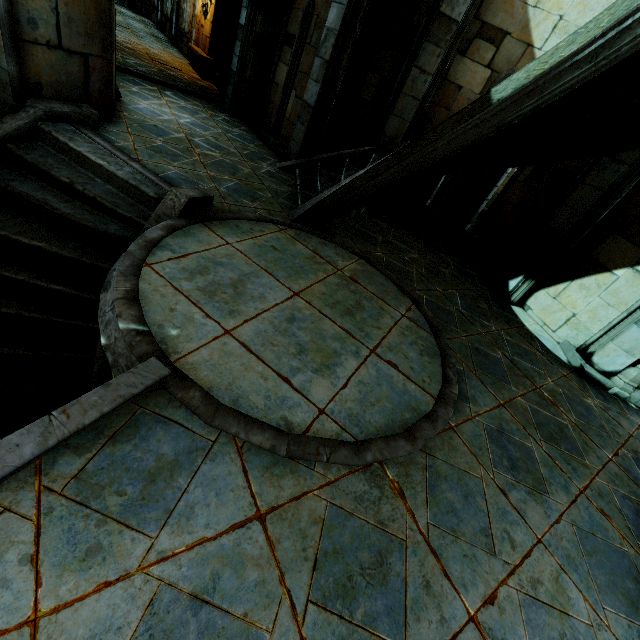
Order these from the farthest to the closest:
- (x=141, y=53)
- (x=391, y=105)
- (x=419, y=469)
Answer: (x=141, y=53) → (x=391, y=105) → (x=419, y=469)

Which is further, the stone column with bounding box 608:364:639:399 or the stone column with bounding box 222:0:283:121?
the stone column with bounding box 222:0:283:121

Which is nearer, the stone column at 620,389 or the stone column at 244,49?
the stone column at 620,389
